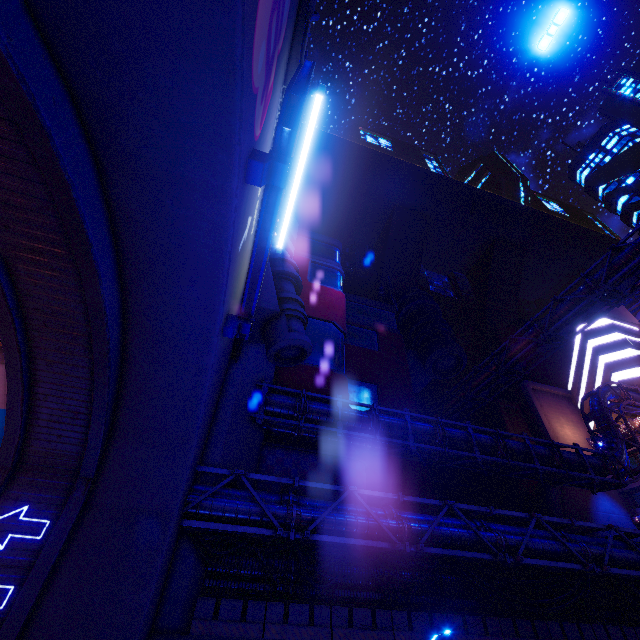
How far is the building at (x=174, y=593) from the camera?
11.5 meters

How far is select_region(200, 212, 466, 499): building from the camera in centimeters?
1795cm

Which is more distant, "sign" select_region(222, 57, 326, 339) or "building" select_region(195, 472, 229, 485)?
"building" select_region(195, 472, 229, 485)

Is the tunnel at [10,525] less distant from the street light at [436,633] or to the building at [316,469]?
the building at [316,469]

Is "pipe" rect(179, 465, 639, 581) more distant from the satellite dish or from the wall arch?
the satellite dish

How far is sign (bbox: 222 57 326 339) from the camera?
6.4m

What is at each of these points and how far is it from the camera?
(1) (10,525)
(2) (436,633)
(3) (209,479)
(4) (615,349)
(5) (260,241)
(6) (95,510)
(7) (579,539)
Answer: (1) tunnel, 8.6 meters
(2) street light, 11.5 meters
(3) building, 14.9 meters
(4) building, 38.2 meters
(5) sign, 8.2 meters
(6) wall arch, 9.3 meters
(7) pipe, 17.3 meters

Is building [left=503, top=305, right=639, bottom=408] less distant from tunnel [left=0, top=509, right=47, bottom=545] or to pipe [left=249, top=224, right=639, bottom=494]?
pipe [left=249, top=224, right=639, bottom=494]
